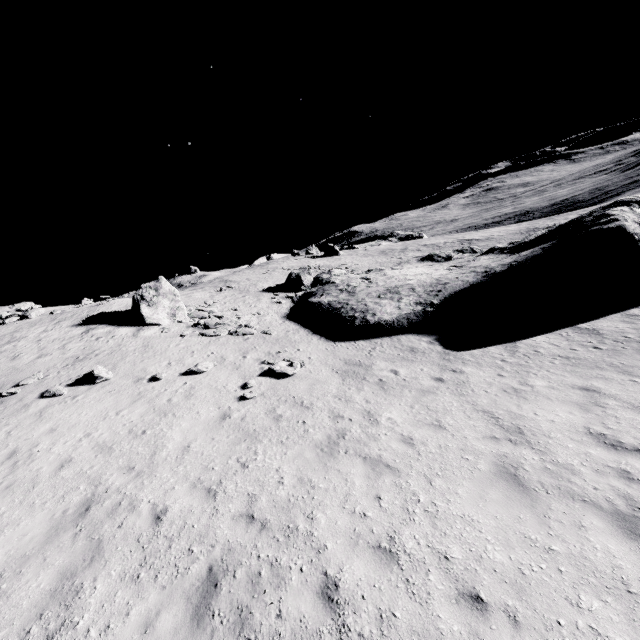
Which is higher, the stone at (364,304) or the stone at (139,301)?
the stone at (139,301)

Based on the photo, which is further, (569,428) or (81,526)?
(569,428)

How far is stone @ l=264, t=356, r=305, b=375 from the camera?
13.8 meters

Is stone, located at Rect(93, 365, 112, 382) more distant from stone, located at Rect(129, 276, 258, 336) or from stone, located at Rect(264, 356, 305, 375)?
stone, located at Rect(264, 356, 305, 375)

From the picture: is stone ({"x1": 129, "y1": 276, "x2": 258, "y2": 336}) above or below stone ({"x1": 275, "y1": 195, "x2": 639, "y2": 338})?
above

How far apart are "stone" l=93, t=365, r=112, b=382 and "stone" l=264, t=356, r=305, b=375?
7.0 meters

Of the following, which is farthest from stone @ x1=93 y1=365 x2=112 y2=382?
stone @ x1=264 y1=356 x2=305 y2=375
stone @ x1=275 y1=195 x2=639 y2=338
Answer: stone @ x1=264 y1=356 x2=305 y2=375

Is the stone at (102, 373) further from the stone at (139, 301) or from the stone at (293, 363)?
the stone at (293, 363)
